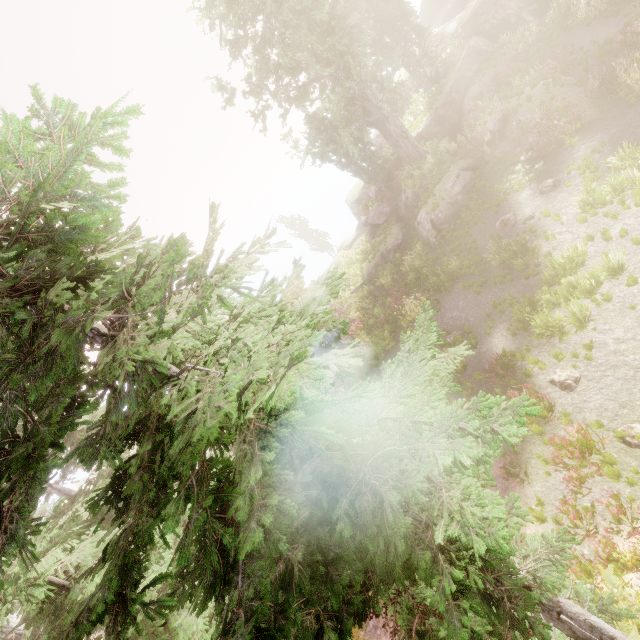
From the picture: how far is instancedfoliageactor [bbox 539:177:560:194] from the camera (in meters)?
13.69

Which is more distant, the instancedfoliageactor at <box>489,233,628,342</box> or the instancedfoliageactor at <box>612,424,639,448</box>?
the instancedfoliageactor at <box>489,233,628,342</box>

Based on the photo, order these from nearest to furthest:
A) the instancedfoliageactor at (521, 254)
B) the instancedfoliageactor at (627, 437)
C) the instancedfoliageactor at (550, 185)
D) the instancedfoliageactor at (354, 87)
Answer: the instancedfoliageactor at (627, 437) → the instancedfoliageactor at (521, 254) → the instancedfoliageactor at (550, 185) → the instancedfoliageactor at (354, 87)

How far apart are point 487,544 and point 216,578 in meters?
1.5 m

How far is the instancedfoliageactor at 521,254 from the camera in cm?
1263

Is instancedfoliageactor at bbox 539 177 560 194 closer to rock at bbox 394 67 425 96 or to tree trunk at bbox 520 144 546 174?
rock at bbox 394 67 425 96
